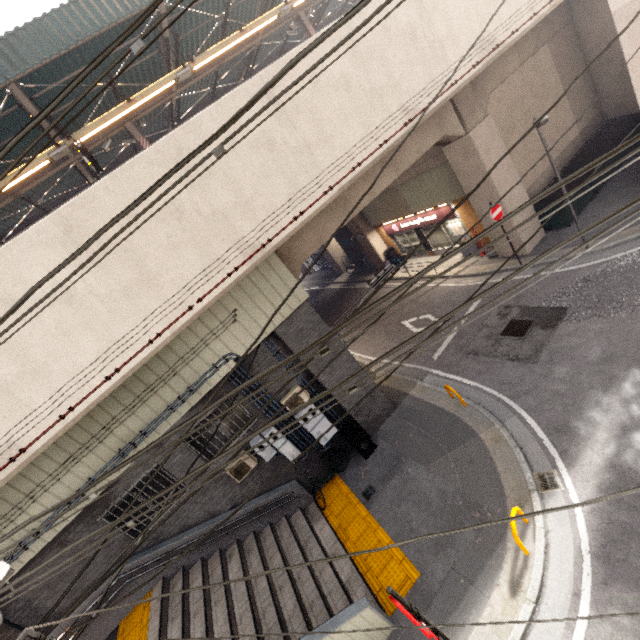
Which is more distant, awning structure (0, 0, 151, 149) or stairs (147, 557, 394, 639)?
awning structure (0, 0, 151, 149)

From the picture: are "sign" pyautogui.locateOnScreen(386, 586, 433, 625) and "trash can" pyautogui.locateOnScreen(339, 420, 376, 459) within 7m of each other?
yes

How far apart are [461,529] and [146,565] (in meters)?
10.18

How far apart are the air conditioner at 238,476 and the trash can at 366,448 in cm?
272

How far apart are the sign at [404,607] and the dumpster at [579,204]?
14.04m

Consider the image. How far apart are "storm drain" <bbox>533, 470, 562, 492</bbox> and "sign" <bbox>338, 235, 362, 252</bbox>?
19.0m

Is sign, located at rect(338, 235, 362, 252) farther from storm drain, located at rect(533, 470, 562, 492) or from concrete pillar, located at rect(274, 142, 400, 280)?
storm drain, located at rect(533, 470, 562, 492)

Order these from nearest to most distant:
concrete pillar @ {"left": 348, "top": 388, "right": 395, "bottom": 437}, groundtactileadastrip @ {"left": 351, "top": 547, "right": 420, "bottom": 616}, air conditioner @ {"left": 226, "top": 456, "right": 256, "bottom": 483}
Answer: groundtactileadastrip @ {"left": 351, "top": 547, "right": 420, "bottom": 616} → air conditioner @ {"left": 226, "top": 456, "right": 256, "bottom": 483} → concrete pillar @ {"left": 348, "top": 388, "right": 395, "bottom": 437}
